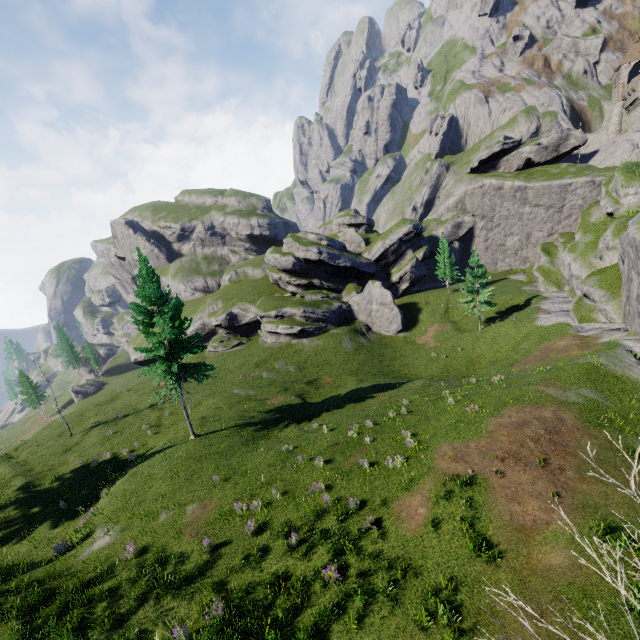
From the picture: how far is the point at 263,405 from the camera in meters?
32.1 m
